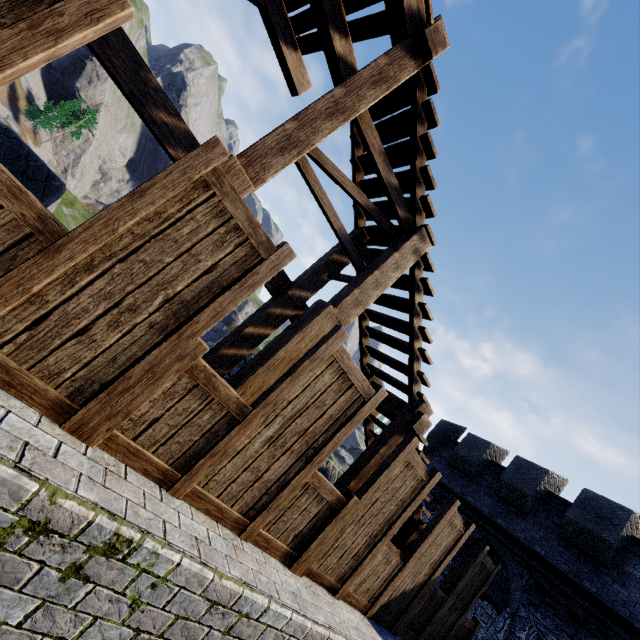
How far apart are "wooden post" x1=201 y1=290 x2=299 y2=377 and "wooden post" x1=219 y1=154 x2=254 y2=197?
2.04m

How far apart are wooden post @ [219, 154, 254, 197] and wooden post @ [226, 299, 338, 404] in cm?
155

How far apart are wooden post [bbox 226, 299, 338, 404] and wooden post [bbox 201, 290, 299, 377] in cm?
110

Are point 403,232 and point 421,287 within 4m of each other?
yes

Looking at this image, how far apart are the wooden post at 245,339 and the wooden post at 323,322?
1.1m

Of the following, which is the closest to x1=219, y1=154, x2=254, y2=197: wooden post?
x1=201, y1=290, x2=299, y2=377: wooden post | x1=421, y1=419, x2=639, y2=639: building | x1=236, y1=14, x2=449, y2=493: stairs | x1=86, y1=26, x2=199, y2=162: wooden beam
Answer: x1=236, y1=14, x2=449, y2=493: stairs

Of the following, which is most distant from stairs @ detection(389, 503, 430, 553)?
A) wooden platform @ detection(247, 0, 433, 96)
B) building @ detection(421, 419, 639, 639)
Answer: building @ detection(421, 419, 639, 639)

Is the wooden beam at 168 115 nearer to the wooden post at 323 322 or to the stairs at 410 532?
the stairs at 410 532
